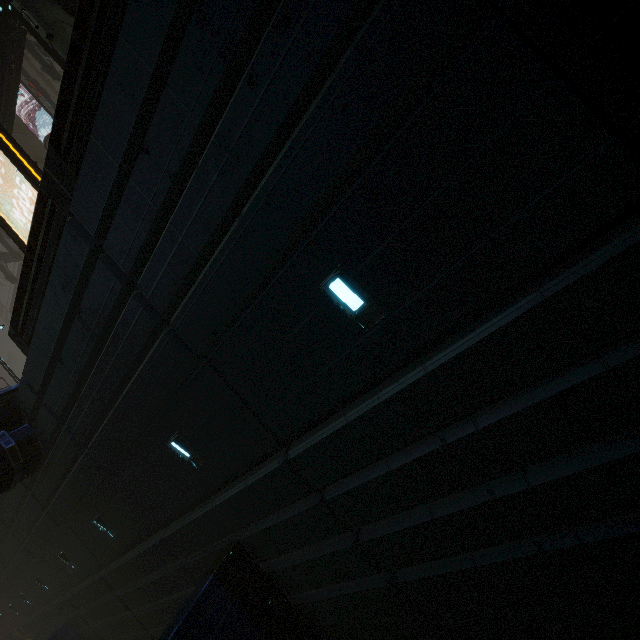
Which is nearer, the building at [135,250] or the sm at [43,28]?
the building at [135,250]

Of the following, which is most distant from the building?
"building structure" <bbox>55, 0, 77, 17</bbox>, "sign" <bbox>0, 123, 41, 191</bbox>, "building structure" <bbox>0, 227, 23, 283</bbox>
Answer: "building structure" <bbox>55, 0, 77, 17</bbox>

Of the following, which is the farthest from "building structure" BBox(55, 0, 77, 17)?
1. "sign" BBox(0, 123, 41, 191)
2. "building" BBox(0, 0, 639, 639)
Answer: "building" BBox(0, 0, 639, 639)

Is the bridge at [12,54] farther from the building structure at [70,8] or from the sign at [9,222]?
the sign at [9,222]

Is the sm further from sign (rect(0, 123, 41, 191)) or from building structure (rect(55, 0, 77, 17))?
sign (rect(0, 123, 41, 191))

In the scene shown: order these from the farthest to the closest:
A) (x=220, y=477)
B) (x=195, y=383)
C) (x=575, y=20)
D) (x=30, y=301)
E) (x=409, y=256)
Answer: (x=30, y=301), (x=220, y=477), (x=195, y=383), (x=409, y=256), (x=575, y=20)

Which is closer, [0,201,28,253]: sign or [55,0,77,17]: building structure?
[55,0,77,17]: building structure

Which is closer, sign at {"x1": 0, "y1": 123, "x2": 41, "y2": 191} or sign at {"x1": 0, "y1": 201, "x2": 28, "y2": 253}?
sign at {"x1": 0, "y1": 123, "x2": 41, "y2": 191}
